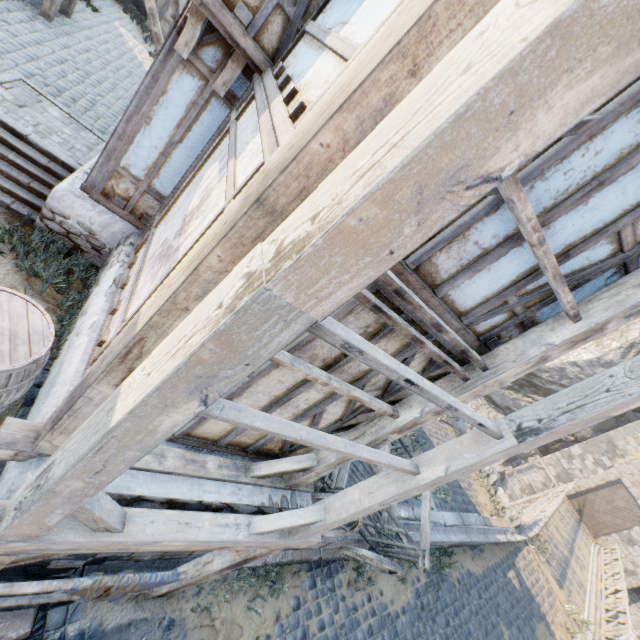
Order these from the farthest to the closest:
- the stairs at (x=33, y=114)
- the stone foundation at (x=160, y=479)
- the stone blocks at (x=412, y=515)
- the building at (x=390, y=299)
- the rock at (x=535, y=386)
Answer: the rock at (x=535, y=386) → the stone blocks at (x=412, y=515) → the stairs at (x=33, y=114) → the stone foundation at (x=160, y=479) → the building at (x=390, y=299)

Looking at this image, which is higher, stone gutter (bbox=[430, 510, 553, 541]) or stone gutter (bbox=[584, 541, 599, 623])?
stone gutter (bbox=[584, 541, 599, 623])

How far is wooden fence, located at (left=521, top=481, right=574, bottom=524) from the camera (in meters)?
12.92

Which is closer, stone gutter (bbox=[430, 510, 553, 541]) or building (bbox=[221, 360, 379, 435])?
building (bbox=[221, 360, 379, 435])

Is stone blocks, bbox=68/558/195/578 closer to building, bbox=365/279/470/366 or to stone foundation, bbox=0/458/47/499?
stone foundation, bbox=0/458/47/499

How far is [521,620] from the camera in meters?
10.2 m

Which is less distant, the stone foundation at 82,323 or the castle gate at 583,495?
the stone foundation at 82,323

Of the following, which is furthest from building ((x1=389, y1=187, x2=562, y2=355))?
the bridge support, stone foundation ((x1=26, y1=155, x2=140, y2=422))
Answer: the bridge support
